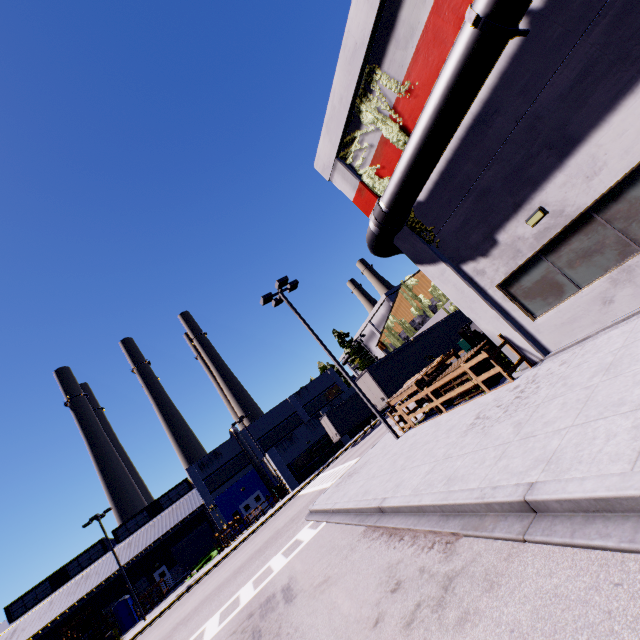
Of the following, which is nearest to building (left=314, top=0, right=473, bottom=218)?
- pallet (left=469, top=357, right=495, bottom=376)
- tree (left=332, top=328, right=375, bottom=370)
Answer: tree (left=332, top=328, right=375, bottom=370)

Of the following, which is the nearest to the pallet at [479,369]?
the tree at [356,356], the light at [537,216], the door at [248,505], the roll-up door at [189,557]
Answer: the light at [537,216]

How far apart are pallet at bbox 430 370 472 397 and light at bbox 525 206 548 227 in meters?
4.9

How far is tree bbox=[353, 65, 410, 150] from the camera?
9.6m

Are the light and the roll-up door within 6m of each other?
no

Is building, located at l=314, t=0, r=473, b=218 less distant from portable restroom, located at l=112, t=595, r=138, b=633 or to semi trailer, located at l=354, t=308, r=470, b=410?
semi trailer, located at l=354, t=308, r=470, b=410

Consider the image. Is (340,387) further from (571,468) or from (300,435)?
(571,468)

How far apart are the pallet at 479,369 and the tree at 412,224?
4.2m
